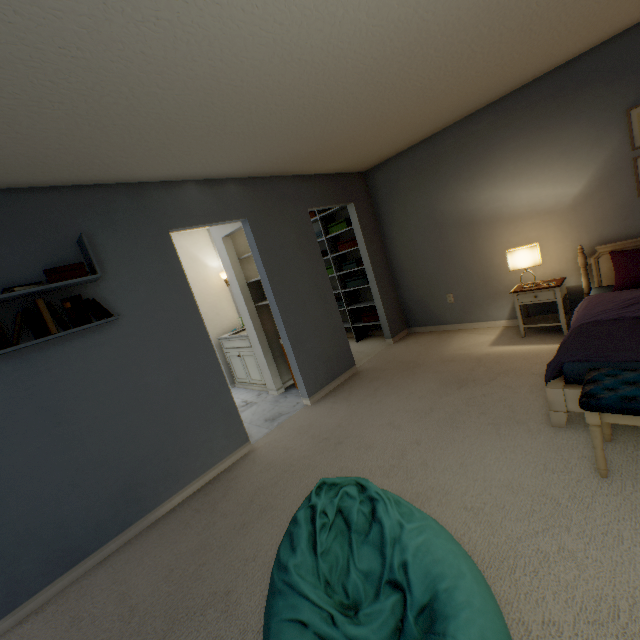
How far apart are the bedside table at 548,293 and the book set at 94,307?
3.79m

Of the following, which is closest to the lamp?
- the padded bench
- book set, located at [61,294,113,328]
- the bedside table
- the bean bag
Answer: the bedside table

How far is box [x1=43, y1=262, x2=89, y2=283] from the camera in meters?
2.0 m

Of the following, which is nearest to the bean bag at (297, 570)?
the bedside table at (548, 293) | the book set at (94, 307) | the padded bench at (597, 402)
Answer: the padded bench at (597, 402)

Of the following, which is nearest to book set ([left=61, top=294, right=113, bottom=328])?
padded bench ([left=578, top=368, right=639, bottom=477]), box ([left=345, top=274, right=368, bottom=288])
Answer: padded bench ([left=578, top=368, right=639, bottom=477])

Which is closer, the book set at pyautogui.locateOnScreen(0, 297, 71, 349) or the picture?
the book set at pyautogui.locateOnScreen(0, 297, 71, 349)

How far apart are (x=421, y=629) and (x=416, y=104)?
3.41m

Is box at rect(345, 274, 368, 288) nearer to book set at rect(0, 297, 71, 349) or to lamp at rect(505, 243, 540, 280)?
lamp at rect(505, 243, 540, 280)
